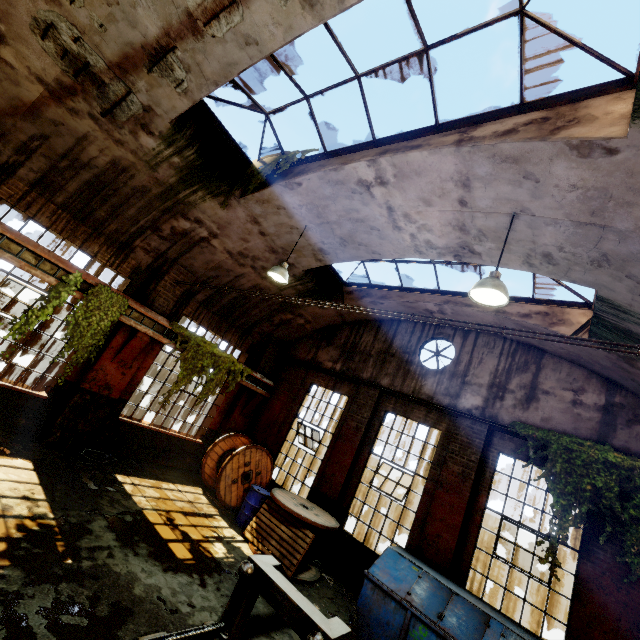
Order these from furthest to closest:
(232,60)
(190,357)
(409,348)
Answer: (409,348) < (190,357) < (232,60)

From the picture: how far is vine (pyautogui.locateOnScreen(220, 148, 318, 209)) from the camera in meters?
7.0 m

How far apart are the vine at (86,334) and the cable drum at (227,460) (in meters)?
4.35

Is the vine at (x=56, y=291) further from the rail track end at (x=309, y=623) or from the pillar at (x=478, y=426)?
the pillar at (x=478, y=426)

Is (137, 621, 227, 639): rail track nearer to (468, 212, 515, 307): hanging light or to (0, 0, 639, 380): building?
(0, 0, 639, 380): building

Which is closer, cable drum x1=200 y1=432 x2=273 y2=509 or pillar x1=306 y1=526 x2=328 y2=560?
pillar x1=306 y1=526 x2=328 y2=560

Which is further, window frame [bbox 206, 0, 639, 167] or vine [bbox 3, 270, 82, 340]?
vine [bbox 3, 270, 82, 340]

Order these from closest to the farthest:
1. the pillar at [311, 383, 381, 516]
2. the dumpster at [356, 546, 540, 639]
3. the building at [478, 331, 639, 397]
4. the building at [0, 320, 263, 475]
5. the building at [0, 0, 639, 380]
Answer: the building at [0, 0, 639, 380], the dumpster at [356, 546, 540, 639], the building at [478, 331, 639, 397], the building at [0, 320, 263, 475], the pillar at [311, 383, 381, 516]
